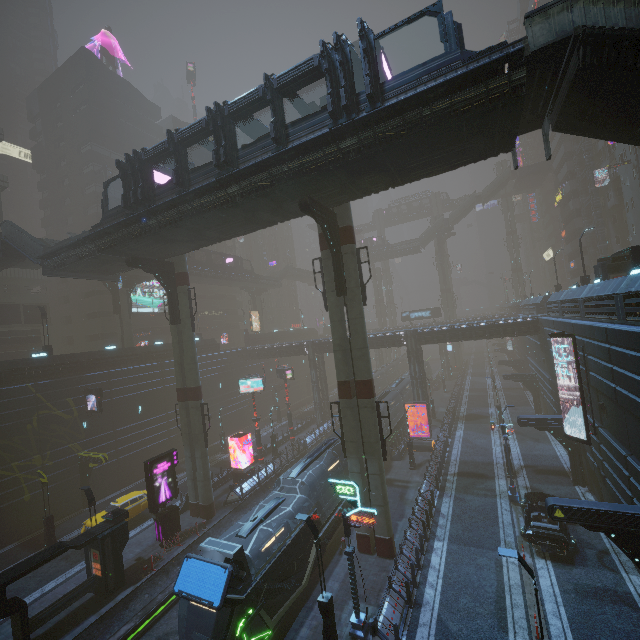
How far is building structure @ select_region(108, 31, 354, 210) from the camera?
12.3m

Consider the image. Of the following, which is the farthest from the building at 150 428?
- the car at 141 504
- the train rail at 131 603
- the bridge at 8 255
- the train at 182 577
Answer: the bridge at 8 255

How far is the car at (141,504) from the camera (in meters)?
24.20

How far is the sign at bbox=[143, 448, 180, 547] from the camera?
21.4m

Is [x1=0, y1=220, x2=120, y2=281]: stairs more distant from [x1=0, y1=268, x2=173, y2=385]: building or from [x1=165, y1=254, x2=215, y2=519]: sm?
[x1=0, y1=268, x2=173, y2=385]: building

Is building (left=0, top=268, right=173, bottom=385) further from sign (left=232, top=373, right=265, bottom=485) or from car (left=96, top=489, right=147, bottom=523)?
car (left=96, top=489, right=147, bottom=523)

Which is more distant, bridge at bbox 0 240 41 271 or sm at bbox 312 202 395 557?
bridge at bbox 0 240 41 271

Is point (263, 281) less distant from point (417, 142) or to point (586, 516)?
point (417, 142)
